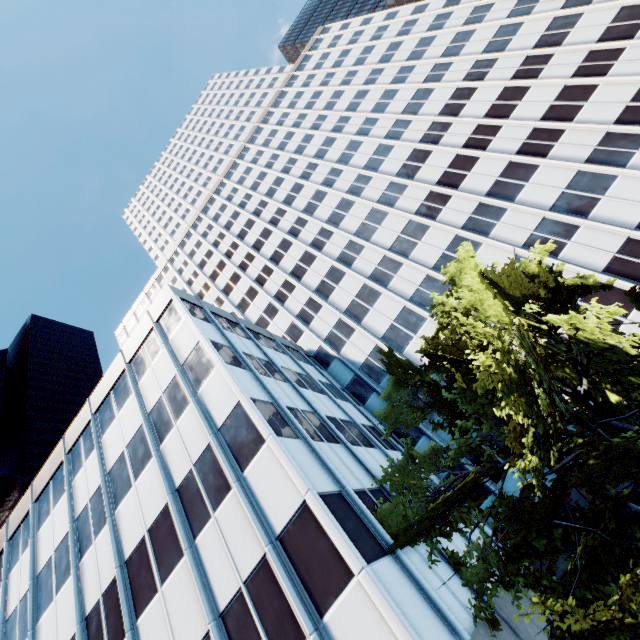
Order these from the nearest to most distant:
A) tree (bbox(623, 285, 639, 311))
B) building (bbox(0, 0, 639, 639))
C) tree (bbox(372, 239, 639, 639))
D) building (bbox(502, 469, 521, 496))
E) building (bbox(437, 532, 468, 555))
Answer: tree (bbox(372, 239, 639, 639)) < building (bbox(0, 0, 639, 639)) < tree (bbox(623, 285, 639, 311)) < building (bbox(437, 532, 468, 555)) < building (bbox(502, 469, 521, 496))

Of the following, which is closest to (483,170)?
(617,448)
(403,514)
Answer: (617,448)

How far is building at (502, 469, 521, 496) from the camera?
20.49m

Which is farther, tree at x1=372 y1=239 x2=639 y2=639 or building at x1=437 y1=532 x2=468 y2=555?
building at x1=437 y1=532 x2=468 y2=555

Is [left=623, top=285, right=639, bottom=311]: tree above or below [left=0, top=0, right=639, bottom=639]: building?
below

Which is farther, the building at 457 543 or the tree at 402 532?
the building at 457 543

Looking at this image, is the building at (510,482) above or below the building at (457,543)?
above
